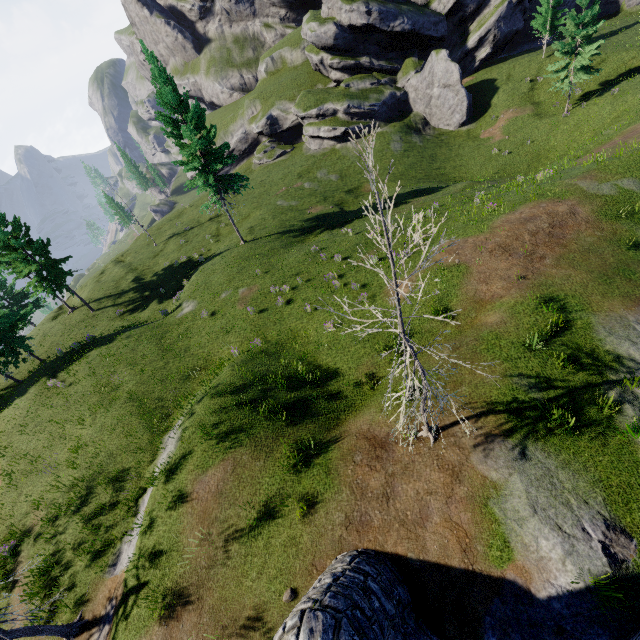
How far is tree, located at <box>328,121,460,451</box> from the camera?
3.94m

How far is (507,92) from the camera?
41.2m

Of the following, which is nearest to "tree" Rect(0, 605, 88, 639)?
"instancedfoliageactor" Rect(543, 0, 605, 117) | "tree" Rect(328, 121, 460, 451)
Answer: "tree" Rect(328, 121, 460, 451)

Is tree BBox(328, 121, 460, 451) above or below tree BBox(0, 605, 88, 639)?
above

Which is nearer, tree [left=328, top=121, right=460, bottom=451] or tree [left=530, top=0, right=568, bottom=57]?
tree [left=328, top=121, right=460, bottom=451]

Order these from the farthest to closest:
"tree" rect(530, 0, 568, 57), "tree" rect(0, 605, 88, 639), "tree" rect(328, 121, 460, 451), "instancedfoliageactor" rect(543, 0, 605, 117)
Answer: "tree" rect(530, 0, 568, 57), "instancedfoliageactor" rect(543, 0, 605, 117), "tree" rect(0, 605, 88, 639), "tree" rect(328, 121, 460, 451)

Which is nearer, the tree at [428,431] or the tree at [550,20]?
the tree at [428,431]

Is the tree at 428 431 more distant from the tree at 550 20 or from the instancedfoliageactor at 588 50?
the tree at 550 20
